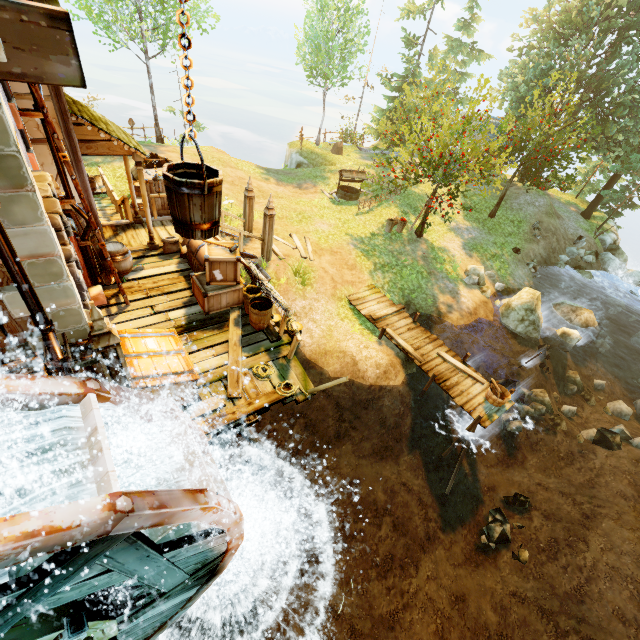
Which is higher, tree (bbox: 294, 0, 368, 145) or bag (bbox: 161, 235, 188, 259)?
tree (bbox: 294, 0, 368, 145)

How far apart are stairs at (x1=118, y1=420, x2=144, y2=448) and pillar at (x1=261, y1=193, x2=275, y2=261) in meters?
8.0

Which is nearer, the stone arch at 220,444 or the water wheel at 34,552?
the water wheel at 34,552

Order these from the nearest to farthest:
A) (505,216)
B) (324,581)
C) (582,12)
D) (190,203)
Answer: (190,203)
(324,581)
(582,12)
(505,216)

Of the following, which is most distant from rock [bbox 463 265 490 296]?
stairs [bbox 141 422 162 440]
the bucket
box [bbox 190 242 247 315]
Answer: the bucket

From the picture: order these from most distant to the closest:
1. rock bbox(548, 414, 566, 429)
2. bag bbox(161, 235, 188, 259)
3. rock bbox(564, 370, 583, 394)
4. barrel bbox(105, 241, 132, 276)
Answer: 1. rock bbox(564, 370, 583, 394)
2. rock bbox(548, 414, 566, 429)
3. bag bbox(161, 235, 188, 259)
4. barrel bbox(105, 241, 132, 276)

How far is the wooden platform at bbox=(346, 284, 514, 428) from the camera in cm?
1027

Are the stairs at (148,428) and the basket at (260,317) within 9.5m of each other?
yes
